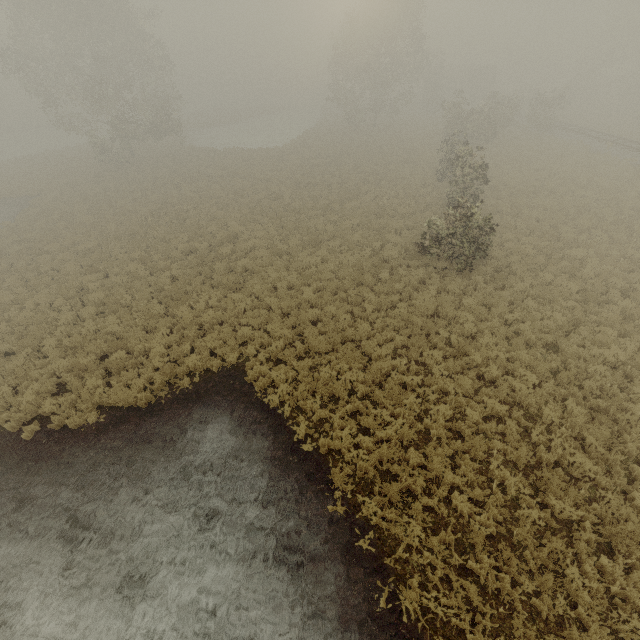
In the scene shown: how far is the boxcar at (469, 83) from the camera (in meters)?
51.94

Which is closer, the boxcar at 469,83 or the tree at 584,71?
the tree at 584,71

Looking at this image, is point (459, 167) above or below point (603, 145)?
above

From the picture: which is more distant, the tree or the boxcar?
the boxcar

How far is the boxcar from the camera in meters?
51.9 m
